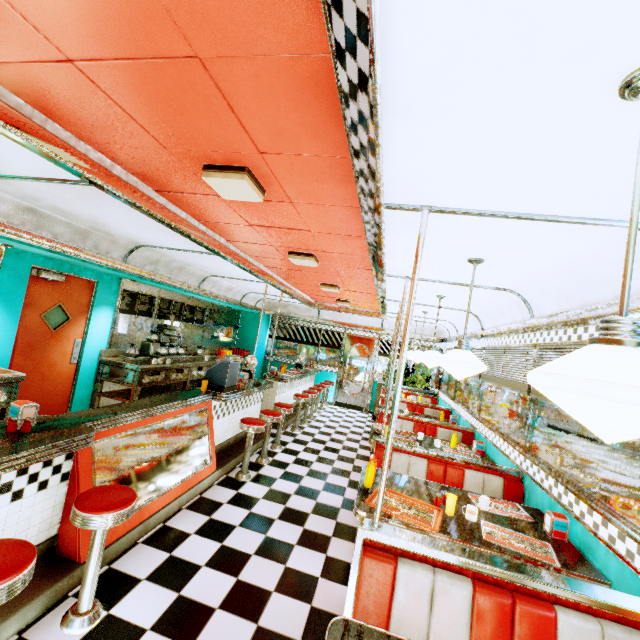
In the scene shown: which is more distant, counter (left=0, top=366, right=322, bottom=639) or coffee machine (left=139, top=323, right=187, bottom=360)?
coffee machine (left=139, top=323, right=187, bottom=360)

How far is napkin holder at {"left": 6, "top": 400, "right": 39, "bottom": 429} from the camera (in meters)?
2.29

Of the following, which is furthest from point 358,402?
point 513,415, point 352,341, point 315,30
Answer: point 315,30

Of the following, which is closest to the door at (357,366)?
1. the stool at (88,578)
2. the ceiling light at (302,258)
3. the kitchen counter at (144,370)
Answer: the kitchen counter at (144,370)

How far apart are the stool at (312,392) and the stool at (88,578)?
6.3m

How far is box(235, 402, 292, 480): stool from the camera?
4.52m

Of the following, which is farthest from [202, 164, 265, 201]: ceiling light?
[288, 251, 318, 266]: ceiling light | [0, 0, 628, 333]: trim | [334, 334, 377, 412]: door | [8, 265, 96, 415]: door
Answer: [334, 334, 377, 412]: door

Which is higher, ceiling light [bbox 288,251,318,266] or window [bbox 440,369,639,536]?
ceiling light [bbox 288,251,318,266]
